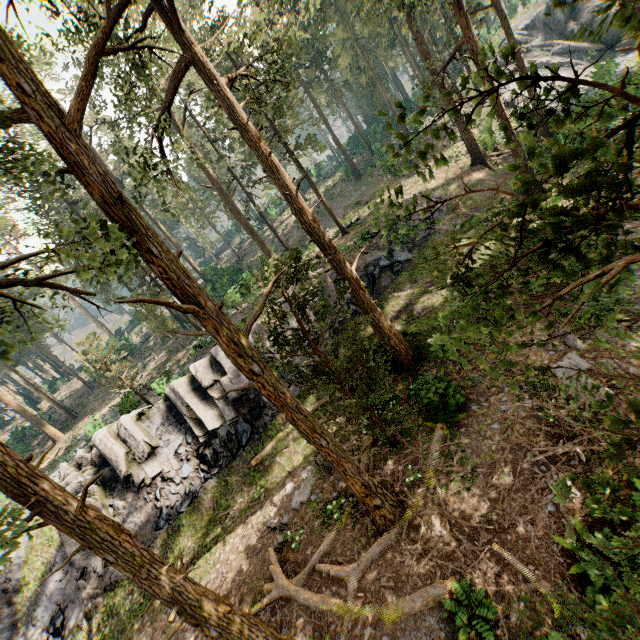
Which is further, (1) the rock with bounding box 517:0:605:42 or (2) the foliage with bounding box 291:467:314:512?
(1) the rock with bounding box 517:0:605:42

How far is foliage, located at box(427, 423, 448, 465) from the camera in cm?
1157

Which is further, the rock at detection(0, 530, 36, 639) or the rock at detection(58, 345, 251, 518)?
the rock at detection(58, 345, 251, 518)

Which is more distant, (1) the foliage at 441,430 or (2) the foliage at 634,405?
(1) the foliage at 441,430

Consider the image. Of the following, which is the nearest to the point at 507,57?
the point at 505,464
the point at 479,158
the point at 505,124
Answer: the point at 505,124

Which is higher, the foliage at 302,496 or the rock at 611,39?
the rock at 611,39

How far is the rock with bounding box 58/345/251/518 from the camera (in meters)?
19.38

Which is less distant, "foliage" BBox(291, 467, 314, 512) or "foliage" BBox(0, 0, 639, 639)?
"foliage" BBox(0, 0, 639, 639)
